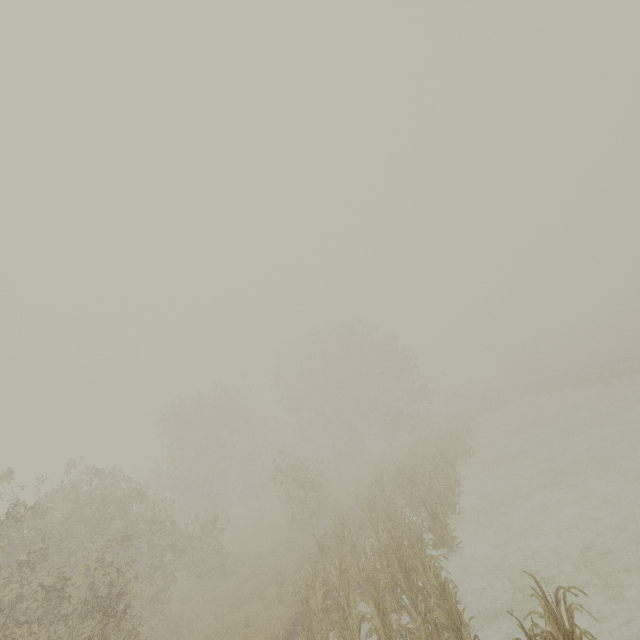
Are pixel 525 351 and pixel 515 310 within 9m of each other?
yes
